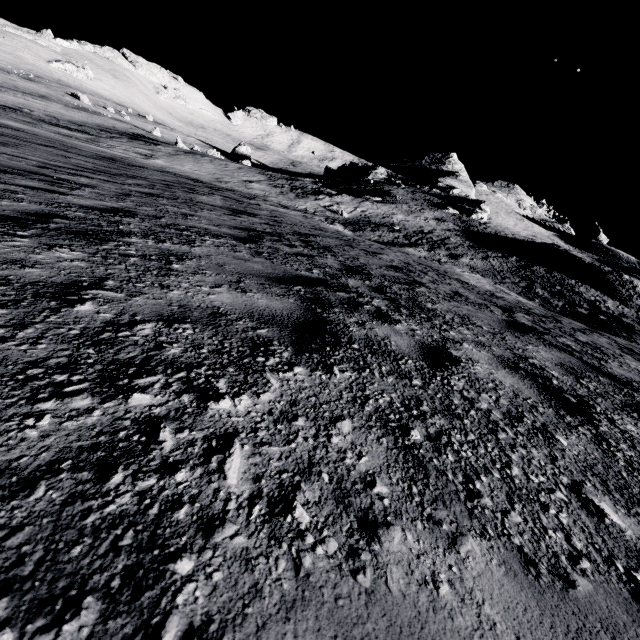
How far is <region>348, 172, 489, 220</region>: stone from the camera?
45.49m

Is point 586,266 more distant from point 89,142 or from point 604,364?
point 89,142

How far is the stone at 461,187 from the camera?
45.5 meters
